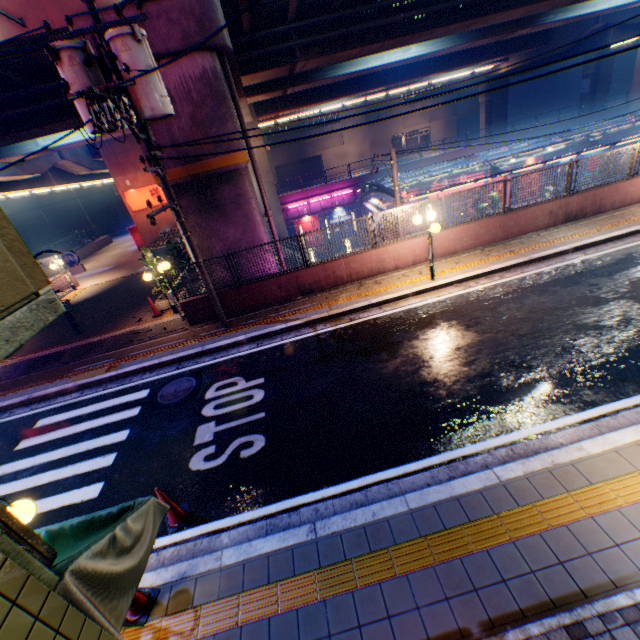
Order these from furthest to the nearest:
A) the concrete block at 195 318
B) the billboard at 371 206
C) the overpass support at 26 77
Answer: the billboard at 371 206, the concrete block at 195 318, the overpass support at 26 77

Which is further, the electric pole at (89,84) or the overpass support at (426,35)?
the overpass support at (426,35)

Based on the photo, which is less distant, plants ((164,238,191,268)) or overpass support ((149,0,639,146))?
overpass support ((149,0,639,146))

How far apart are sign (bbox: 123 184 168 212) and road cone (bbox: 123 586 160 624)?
27.2 meters

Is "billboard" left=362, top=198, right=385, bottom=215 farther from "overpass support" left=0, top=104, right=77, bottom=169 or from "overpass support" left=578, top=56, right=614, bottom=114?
"overpass support" left=578, top=56, right=614, bottom=114

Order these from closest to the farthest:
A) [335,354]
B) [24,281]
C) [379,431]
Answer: [24,281], [379,431], [335,354]

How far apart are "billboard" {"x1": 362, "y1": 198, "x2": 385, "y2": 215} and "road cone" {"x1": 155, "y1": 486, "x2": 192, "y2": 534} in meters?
32.2 m

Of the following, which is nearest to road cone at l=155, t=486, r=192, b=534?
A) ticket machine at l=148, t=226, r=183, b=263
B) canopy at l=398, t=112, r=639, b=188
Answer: canopy at l=398, t=112, r=639, b=188
